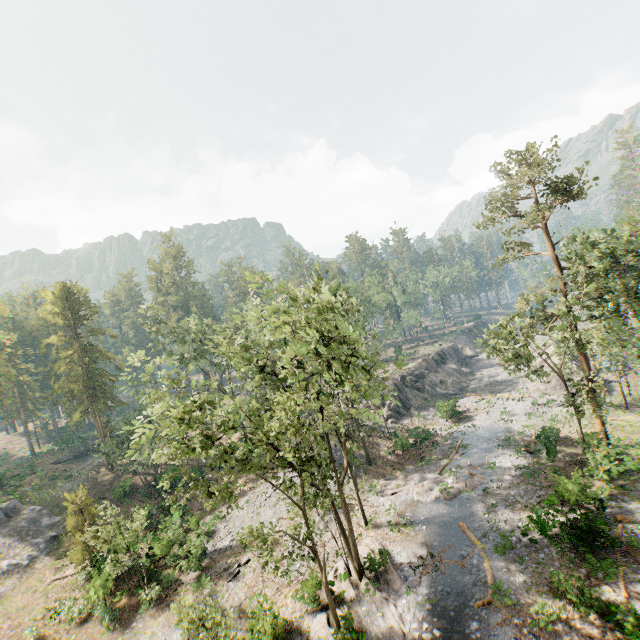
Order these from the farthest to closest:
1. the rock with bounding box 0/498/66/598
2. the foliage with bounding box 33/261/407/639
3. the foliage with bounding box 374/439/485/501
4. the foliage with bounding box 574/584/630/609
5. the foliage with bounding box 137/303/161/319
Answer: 1. the foliage with bounding box 137/303/161/319
2. the rock with bounding box 0/498/66/598
3. the foliage with bounding box 374/439/485/501
4. the foliage with bounding box 33/261/407/639
5. the foliage with bounding box 574/584/630/609

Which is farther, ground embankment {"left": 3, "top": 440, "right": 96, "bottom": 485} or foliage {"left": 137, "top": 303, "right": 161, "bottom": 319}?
ground embankment {"left": 3, "top": 440, "right": 96, "bottom": 485}

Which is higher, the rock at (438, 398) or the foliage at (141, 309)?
the foliage at (141, 309)

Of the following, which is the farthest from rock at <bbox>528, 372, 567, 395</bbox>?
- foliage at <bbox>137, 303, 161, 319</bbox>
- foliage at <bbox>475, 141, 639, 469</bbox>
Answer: foliage at <bbox>137, 303, 161, 319</bbox>

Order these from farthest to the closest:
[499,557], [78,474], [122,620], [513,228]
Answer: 1. [78,474]
2. [513,228]
3. [122,620]
4. [499,557]

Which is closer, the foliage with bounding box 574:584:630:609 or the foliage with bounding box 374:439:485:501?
the foliage with bounding box 574:584:630:609

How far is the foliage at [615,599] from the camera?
15.0m
